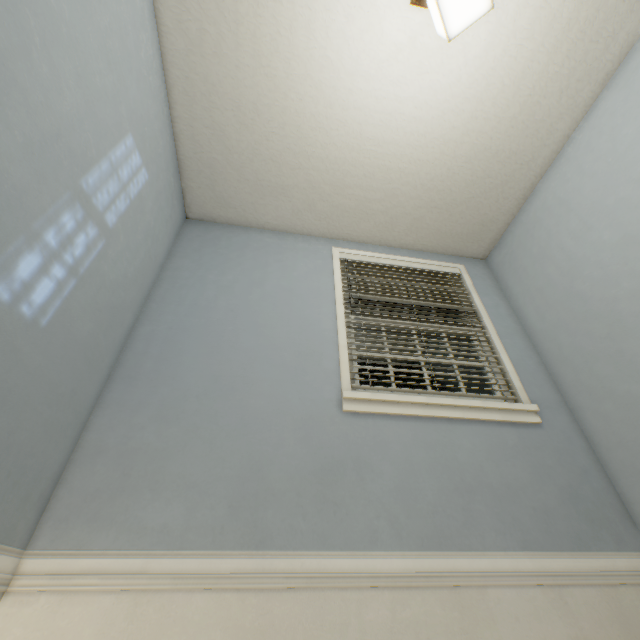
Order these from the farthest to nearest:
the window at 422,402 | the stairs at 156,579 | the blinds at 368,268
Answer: the blinds at 368,268
the window at 422,402
the stairs at 156,579

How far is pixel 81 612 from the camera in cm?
118

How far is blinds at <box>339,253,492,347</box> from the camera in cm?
246

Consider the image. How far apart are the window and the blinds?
0.0 meters

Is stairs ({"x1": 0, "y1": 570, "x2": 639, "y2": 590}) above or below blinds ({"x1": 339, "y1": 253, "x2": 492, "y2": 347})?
below

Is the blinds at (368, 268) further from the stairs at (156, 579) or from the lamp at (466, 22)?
the lamp at (466, 22)

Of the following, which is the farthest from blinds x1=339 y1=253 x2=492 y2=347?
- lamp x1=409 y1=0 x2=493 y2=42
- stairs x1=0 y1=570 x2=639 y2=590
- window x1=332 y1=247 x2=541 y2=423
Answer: lamp x1=409 y1=0 x2=493 y2=42

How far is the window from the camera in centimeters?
194cm
